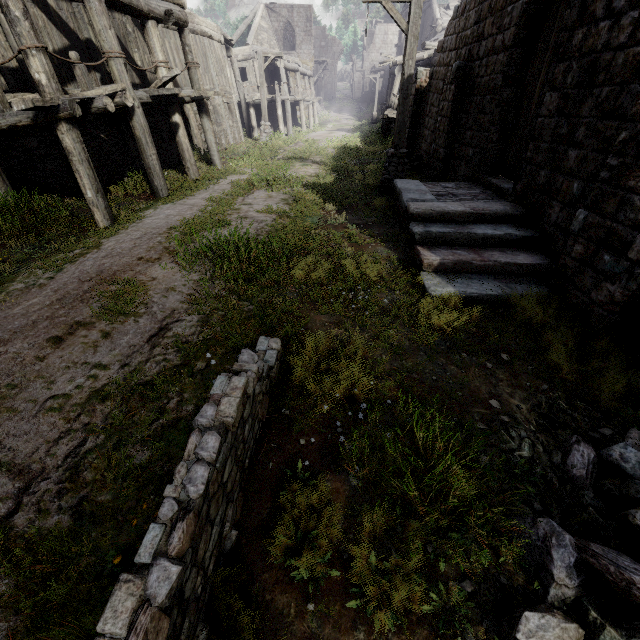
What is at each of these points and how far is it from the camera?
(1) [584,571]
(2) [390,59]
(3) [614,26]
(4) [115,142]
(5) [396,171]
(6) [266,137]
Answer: (1) rubble, 2.2 meters
(2) building, 22.6 meters
(3) building, 4.6 meters
(4) building, 10.7 meters
(5) wooden lamp post, 10.0 meters
(6) wooden lamp post, 21.1 meters

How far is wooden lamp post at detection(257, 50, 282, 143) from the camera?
18.8m

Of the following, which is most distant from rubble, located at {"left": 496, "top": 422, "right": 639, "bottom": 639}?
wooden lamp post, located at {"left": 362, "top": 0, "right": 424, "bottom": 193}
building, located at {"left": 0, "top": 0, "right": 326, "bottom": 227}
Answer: wooden lamp post, located at {"left": 362, "top": 0, "right": 424, "bottom": 193}

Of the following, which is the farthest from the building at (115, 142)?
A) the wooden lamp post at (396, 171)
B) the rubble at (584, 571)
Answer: the wooden lamp post at (396, 171)

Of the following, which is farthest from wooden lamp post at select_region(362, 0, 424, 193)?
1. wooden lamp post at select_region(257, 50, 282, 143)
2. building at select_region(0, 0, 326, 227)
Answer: wooden lamp post at select_region(257, 50, 282, 143)

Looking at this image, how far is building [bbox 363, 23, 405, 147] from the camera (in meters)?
21.31

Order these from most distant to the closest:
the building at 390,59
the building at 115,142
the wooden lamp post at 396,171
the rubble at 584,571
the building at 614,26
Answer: the building at 390,59, the wooden lamp post at 396,171, the building at 115,142, the building at 614,26, the rubble at 584,571

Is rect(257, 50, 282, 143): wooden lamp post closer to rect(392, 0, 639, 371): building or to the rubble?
rect(392, 0, 639, 371): building
